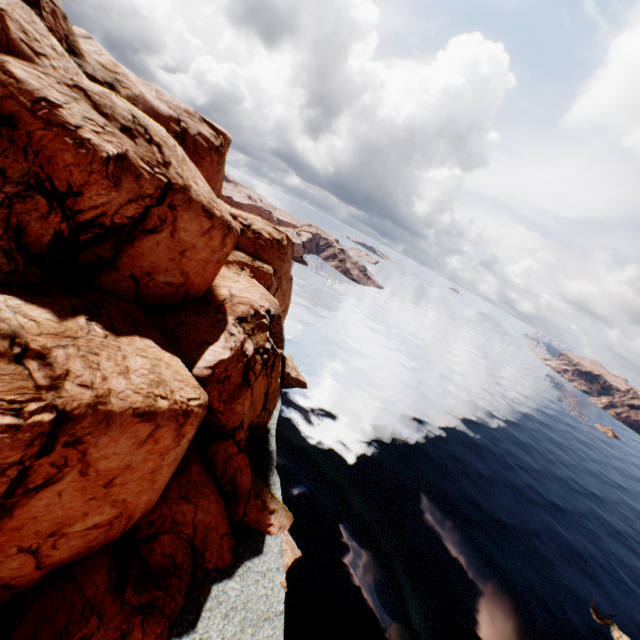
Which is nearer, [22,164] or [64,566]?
[22,164]
